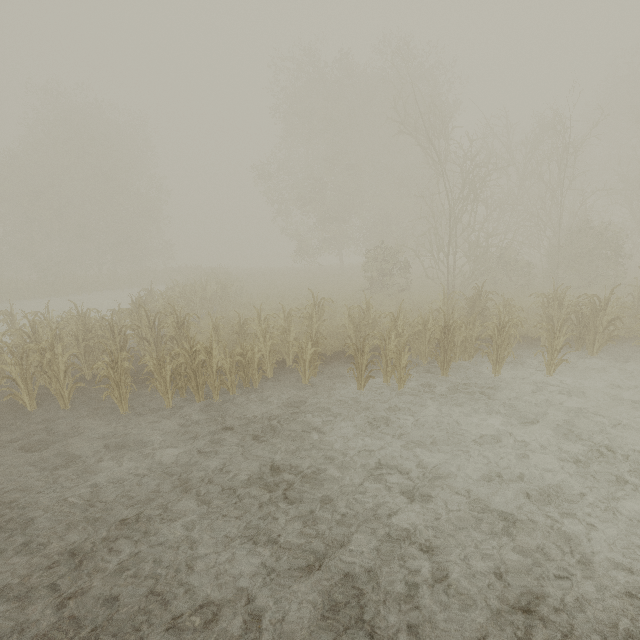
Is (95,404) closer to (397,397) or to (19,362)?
(19,362)
